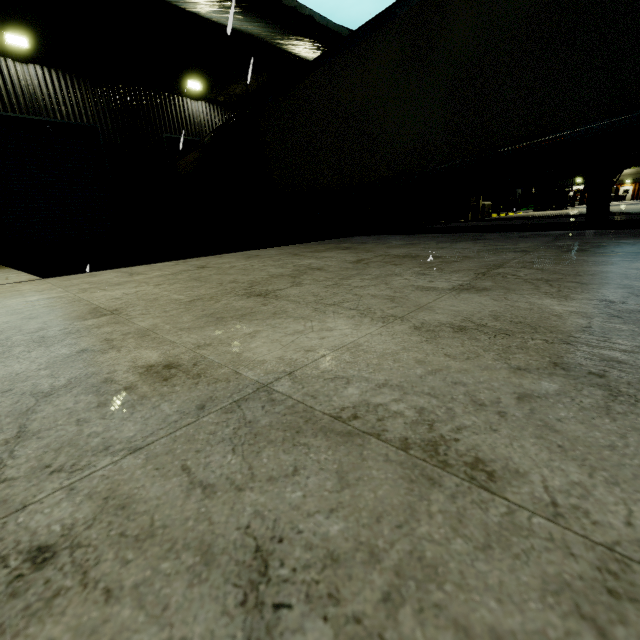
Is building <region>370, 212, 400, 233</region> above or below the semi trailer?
below

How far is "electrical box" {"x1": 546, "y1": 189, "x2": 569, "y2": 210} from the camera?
16.8 meters

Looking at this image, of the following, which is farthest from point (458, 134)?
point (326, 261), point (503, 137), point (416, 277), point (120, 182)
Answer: point (120, 182)

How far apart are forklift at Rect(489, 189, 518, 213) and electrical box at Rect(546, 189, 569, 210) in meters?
10.3 m

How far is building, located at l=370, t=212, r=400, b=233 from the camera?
21.9m

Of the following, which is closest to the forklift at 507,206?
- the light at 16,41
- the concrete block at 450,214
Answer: the concrete block at 450,214

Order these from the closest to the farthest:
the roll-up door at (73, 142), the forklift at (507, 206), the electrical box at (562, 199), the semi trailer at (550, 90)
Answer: the semi trailer at (550, 90), the roll-up door at (73, 142), the electrical box at (562, 199), the forklift at (507, 206)

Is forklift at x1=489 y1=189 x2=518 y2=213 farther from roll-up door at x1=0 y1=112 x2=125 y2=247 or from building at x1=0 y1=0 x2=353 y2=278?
roll-up door at x1=0 y1=112 x2=125 y2=247
